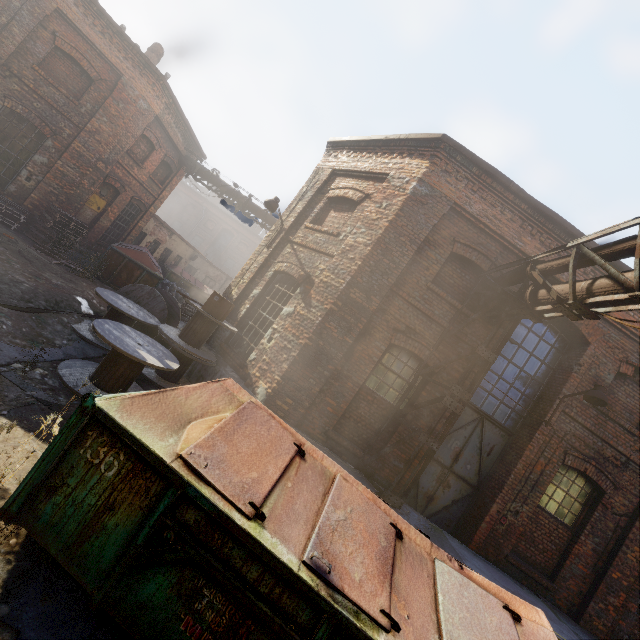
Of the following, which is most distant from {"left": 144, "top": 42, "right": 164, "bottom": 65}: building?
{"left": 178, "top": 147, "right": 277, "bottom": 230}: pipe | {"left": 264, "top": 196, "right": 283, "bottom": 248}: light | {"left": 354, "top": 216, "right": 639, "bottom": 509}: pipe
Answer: {"left": 354, "top": 216, "right": 639, "bottom": 509}: pipe

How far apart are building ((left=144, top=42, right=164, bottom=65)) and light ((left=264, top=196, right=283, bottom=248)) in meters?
13.3 m

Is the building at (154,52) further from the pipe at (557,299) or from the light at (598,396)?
the light at (598,396)

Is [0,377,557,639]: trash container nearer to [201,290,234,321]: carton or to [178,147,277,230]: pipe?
[201,290,234,321]: carton

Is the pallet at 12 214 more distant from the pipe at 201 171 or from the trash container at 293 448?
the trash container at 293 448

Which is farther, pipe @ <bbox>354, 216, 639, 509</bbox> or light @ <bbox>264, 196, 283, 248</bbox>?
light @ <bbox>264, 196, 283, 248</bbox>

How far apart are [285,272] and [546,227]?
6.5 meters

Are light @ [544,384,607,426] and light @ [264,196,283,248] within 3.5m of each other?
no
